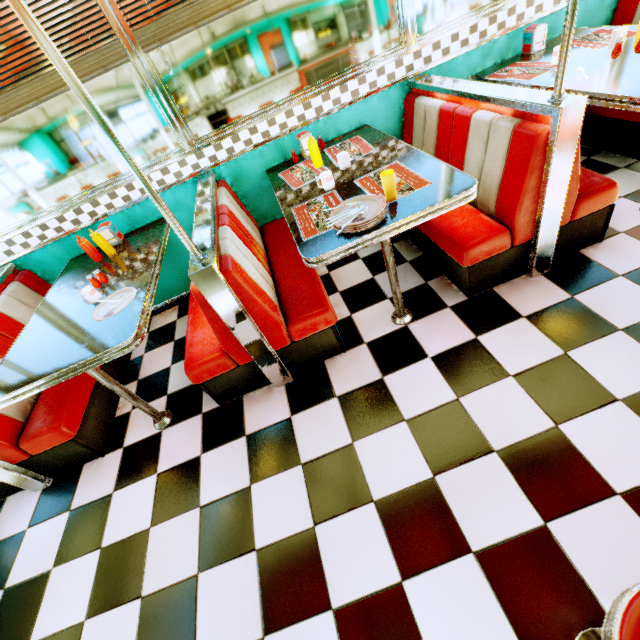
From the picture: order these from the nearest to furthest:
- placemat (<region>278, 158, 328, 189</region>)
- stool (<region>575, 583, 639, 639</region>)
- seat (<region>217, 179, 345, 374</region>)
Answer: stool (<region>575, 583, 639, 639</region>) → seat (<region>217, 179, 345, 374</region>) → placemat (<region>278, 158, 328, 189</region>)

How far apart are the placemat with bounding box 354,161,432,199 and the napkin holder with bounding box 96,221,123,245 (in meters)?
2.18

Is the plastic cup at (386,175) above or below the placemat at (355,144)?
above

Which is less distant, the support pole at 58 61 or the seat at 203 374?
the support pole at 58 61

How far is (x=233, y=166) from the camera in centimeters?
285cm

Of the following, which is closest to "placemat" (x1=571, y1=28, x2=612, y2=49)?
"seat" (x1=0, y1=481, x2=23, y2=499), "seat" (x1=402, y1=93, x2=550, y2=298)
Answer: "seat" (x1=402, y1=93, x2=550, y2=298)

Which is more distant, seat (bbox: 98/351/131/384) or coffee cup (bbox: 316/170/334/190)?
seat (bbox: 98/351/131/384)

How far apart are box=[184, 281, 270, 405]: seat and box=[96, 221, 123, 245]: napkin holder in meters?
0.6 m
